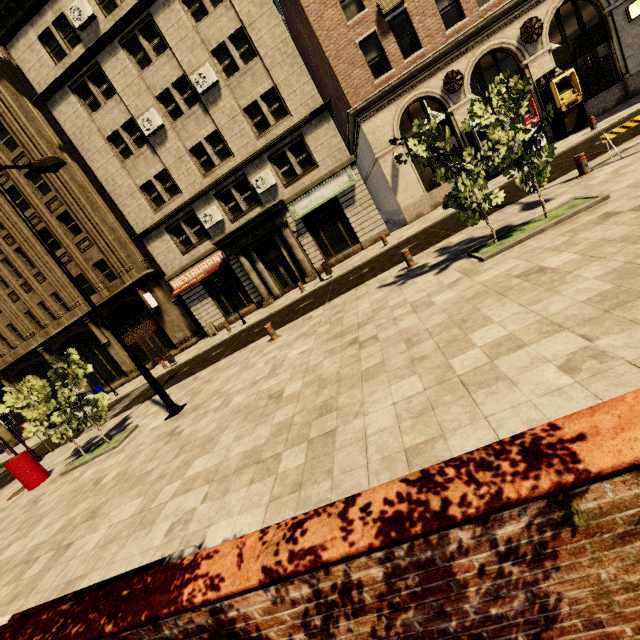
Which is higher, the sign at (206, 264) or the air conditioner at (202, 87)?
the air conditioner at (202, 87)

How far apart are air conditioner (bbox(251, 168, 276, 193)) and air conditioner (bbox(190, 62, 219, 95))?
5.0 meters

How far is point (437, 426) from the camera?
3.27m

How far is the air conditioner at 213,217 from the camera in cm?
1958

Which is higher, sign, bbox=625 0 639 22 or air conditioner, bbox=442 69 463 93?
air conditioner, bbox=442 69 463 93

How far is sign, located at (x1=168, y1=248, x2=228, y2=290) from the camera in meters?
20.6

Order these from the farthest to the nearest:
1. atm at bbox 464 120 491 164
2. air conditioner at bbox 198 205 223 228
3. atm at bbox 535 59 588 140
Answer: air conditioner at bbox 198 205 223 228 → atm at bbox 464 120 491 164 → atm at bbox 535 59 588 140

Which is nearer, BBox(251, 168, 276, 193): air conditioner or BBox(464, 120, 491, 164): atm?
BBox(464, 120, 491, 164): atm
